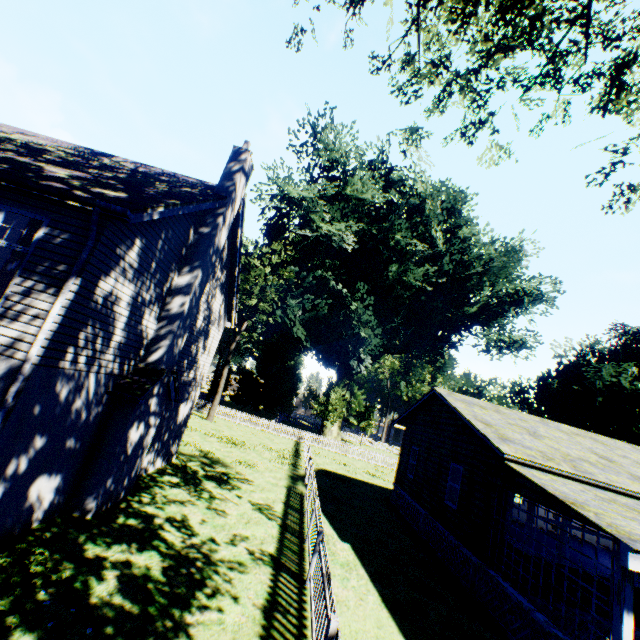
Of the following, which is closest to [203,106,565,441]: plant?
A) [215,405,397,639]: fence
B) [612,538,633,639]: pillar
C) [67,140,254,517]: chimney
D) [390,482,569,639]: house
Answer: [215,405,397,639]: fence

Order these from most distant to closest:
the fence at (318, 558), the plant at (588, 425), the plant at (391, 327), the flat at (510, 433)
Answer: the plant at (588, 425) → the plant at (391, 327) → the flat at (510, 433) → the fence at (318, 558)

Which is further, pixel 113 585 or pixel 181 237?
pixel 181 237

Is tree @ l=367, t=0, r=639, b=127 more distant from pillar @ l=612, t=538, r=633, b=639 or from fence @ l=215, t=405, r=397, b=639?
pillar @ l=612, t=538, r=633, b=639

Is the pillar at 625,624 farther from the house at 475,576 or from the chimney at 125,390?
the chimney at 125,390

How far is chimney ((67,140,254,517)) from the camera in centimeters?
842cm

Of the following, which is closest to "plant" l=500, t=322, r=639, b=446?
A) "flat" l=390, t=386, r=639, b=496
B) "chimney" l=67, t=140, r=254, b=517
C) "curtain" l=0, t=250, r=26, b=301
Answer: "flat" l=390, t=386, r=639, b=496

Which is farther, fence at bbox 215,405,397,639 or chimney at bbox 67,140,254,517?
chimney at bbox 67,140,254,517
